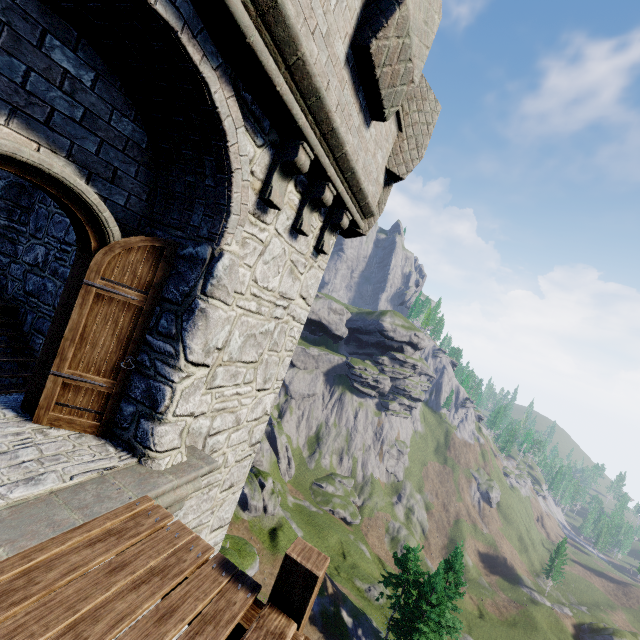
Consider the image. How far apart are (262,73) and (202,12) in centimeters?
64cm

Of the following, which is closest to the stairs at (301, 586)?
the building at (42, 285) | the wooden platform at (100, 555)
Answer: the wooden platform at (100, 555)

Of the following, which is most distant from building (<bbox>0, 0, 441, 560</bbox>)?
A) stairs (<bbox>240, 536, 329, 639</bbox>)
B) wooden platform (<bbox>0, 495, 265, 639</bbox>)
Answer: stairs (<bbox>240, 536, 329, 639</bbox>)

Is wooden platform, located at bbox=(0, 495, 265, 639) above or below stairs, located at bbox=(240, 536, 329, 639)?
below

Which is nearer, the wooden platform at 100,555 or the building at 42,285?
the wooden platform at 100,555

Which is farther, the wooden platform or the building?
the building

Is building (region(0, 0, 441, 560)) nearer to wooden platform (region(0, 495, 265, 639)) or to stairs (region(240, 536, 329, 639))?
wooden platform (region(0, 495, 265, 639))
